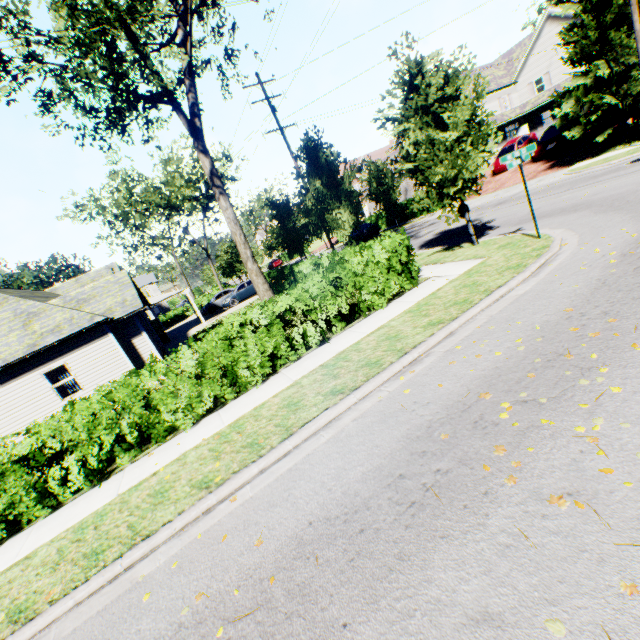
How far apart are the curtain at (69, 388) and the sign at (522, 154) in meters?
18.3 m

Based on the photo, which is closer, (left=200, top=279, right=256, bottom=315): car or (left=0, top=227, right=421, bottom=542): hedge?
(left=0, top=227, right=421, bottom=542): hedge

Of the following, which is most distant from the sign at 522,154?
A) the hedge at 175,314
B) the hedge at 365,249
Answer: the hedge at 175,314

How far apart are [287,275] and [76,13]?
15.0 meters

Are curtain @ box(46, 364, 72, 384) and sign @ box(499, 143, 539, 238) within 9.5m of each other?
no

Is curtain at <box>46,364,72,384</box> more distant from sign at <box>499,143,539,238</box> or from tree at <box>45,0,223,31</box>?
sign at <box>499,143,539,238</box>

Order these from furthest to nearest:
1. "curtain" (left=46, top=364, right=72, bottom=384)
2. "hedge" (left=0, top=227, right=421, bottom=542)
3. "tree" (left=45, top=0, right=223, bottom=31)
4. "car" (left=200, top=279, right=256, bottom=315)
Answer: "car" (left=200, top=279, right=256, bottom=315) < "curtain" (left=46, top=364, right=72, bottom=384) < "tree" (left=45, top=0, right=223, bottom=31) < "hedge" (left=0, top=227, right=421, bottom=542)

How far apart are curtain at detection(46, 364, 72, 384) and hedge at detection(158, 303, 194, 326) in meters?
31.8 m
